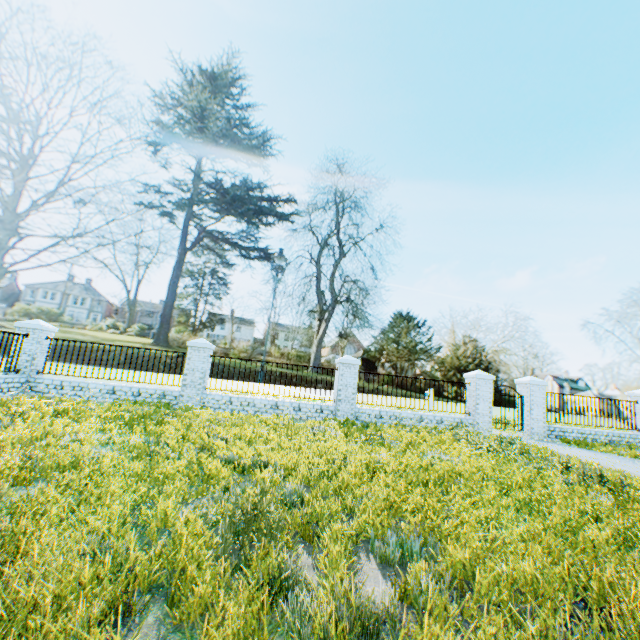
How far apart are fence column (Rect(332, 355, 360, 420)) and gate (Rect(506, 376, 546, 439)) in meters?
6.8

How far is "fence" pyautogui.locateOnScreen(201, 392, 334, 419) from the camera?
11.49m

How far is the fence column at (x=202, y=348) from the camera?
11.31m

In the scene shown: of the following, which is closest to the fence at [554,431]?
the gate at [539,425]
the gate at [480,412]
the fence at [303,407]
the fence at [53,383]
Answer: the gate at [539,425]

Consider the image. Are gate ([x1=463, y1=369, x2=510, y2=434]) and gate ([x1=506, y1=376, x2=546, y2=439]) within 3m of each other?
A: yes

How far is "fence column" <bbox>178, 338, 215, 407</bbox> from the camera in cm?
1131

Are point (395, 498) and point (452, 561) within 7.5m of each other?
yes

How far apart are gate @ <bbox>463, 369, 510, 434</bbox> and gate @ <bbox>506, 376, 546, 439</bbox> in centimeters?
108cm
